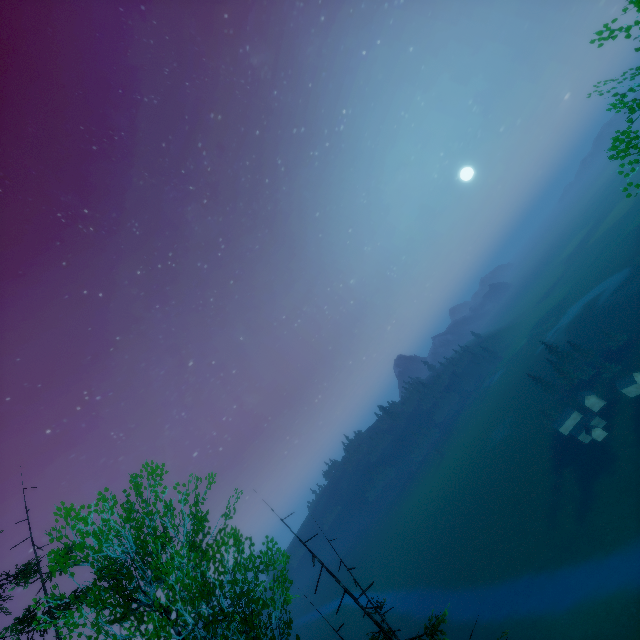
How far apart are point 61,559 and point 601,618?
92.0 meters
